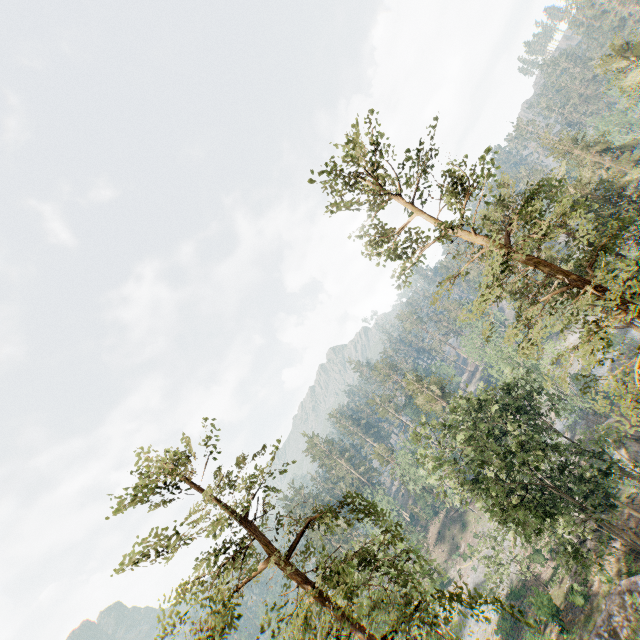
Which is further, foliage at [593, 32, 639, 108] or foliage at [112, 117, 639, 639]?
foliage at [593, 32, 639, 108]

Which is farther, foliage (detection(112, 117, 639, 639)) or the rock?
the rock

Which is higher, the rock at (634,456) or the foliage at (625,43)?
the foliage at (625,43)

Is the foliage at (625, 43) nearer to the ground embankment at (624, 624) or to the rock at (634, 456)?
the ground embankment at (624, 624)

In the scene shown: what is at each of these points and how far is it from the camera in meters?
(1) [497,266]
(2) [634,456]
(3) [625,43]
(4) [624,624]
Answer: (1) foliage, 13.2 m
(2) rock, 33.5 m
(3) foliage, 40.8 m
(4) ground embankment, 24.2 m

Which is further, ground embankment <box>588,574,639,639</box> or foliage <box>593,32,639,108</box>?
foliage <box>593,32,639,108</box>

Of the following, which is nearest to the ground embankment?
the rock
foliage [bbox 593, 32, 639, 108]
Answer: foliage [bbox 593, 32, 639, 108]

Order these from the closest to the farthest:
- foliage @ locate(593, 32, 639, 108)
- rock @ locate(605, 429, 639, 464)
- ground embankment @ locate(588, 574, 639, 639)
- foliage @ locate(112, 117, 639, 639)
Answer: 1. foliage @ locate(112, 117, 639, 639)
2. ground embankment @ locate(588, 574, 639, 639)
3. rock @ locate(605, 429, 639, 464)
4. foliage @ locate(593, 32, 639, 108)
